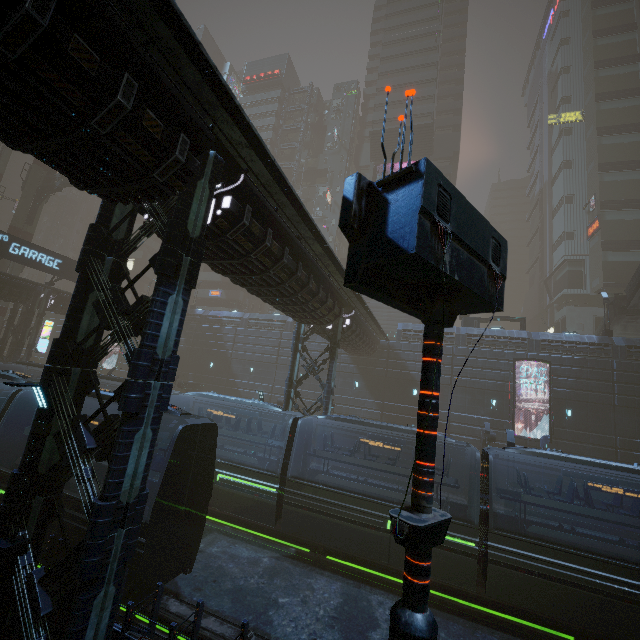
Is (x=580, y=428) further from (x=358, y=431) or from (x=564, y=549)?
(x=564, y=549)

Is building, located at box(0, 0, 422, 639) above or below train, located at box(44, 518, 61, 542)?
above

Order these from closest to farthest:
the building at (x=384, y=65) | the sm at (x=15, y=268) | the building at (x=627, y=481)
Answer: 1. the building at (x=627, y=481)
2. the sm at (x=15, y=268)
3. the building at (x=384, y=65)

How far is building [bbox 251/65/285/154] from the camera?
57.6m

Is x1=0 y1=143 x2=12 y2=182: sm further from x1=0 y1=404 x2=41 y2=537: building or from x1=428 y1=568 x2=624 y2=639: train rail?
x1=428 y1=568 x2=624 y2=639: train rail

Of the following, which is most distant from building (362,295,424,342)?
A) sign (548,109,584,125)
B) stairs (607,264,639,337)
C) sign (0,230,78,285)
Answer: stairs (607,264,639,337)

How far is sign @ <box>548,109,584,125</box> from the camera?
50.5m

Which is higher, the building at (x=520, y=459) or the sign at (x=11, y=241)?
the sign at (x=11, y=241)
